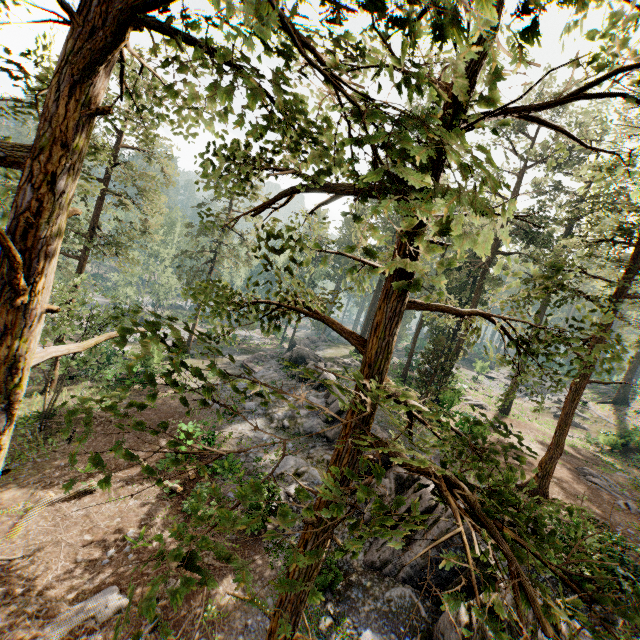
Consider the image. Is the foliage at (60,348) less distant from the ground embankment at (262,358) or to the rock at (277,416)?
the rock at (277,416)

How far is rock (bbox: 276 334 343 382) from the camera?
26.1 meters

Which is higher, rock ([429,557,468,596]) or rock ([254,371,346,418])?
rock ([254,371,346,418])

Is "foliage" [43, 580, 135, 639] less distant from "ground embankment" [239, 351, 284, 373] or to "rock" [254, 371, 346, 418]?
Result: "rock" [254, 371, 346, 418]

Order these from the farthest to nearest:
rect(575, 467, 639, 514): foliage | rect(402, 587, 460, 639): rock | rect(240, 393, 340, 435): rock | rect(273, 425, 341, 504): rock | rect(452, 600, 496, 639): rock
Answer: rect(240, 393, 340, 435): rock < rect(575, 467, 639, 514): foliage < rect(273, 425, 341, 504): rock < rect(402, 587, 460, 639): rock < rect(452, 600, 496, 639): rock

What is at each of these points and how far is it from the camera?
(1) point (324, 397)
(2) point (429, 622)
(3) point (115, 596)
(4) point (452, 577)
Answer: (1) rock, 23.00m
(2) rock, 10.59m
(3) foliage, 10.12m
(4) rock, 11.38m

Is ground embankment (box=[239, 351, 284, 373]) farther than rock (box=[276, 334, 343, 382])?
Yes

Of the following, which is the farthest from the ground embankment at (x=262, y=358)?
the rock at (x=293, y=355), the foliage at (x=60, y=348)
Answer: the foliage at (x=60, y=348)
